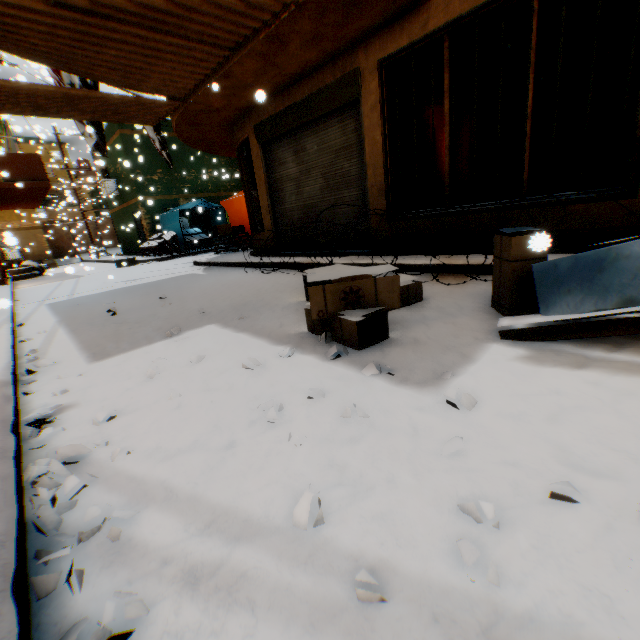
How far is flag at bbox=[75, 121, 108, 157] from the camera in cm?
802

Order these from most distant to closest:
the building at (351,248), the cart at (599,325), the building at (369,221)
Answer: the building at (351,248) → the building at (369,221) → the cart at (599,325)

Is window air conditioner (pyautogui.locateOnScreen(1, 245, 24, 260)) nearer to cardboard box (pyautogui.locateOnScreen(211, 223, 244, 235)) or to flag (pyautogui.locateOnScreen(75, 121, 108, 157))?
cardboard box (pyautogui.locateOnScreen(211, 223, 244, 235))

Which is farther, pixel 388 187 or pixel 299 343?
pixel 388 187

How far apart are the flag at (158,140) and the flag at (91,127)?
0.6m

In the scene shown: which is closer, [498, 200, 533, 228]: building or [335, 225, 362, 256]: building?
[498, 200, 533, 228]: building

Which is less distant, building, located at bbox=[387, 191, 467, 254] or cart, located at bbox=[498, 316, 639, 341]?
cart, located at bbox=[498, 316, 639, 341]

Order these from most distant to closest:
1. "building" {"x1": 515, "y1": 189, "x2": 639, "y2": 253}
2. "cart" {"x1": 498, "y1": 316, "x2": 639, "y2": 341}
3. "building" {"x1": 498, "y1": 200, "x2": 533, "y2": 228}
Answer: "building" {"x1": 498, "y1": 200, "x2": 533, "y2": 228} → "building" {"x1": 515, "y1": 189, "x2": 639, "y2": 253} → "cart" {"x1": 498, "y1": 316, "x2": 639, "y2": 341}
